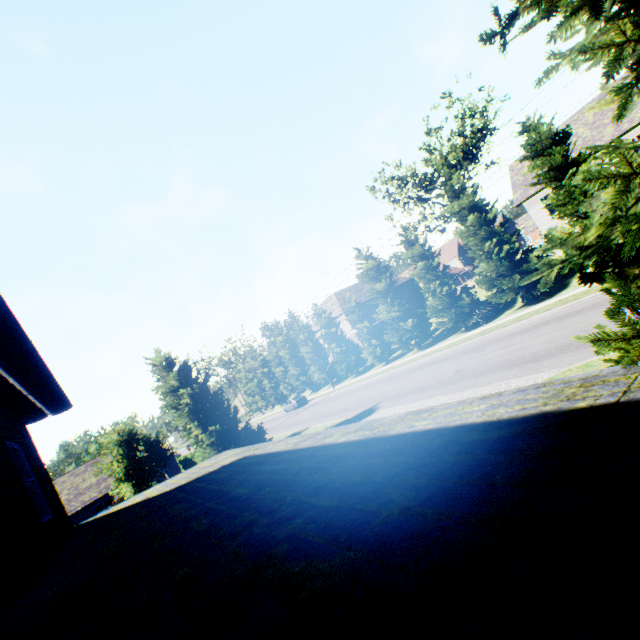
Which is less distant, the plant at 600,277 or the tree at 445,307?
the plant at 600,277

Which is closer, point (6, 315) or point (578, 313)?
point (6, 315)

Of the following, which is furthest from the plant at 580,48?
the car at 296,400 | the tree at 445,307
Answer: the car at 296,400

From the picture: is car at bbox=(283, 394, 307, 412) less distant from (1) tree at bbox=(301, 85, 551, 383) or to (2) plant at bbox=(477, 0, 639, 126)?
(1) tree at bbox=(301, 85, 551, 383)

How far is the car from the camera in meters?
42.3

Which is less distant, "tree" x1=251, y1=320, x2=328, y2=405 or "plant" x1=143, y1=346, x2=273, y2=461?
"plant" x1=143, y1=346, x2=273, y2=461
